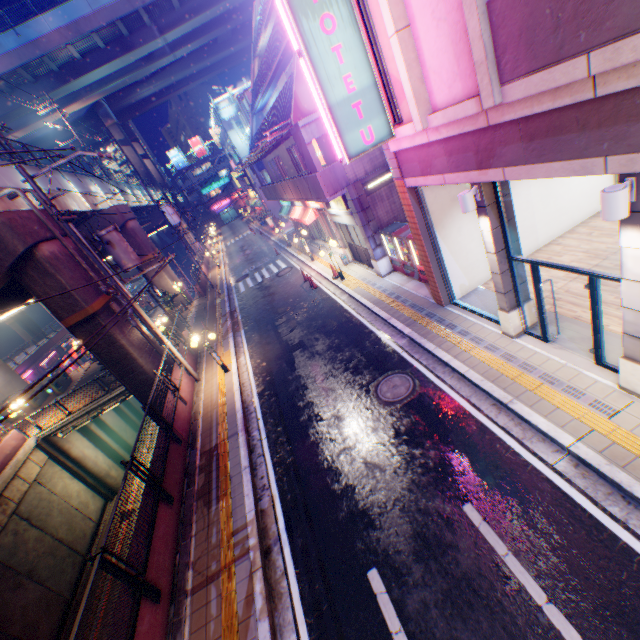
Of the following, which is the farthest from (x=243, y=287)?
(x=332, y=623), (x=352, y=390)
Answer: (x=332, y=623)

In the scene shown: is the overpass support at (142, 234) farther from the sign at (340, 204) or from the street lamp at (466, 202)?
the street lamp at (466, 202)

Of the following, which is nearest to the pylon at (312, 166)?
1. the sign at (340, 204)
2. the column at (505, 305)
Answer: the sign at (340, 204)

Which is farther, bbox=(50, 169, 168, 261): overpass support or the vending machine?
bbox=(50, 169, 168, 261): overpass support

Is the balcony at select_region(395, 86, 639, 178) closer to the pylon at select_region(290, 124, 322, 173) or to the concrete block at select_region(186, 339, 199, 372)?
the pylon at select_region(290, 124, 322, 173)

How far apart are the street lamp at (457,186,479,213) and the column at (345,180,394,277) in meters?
7.1

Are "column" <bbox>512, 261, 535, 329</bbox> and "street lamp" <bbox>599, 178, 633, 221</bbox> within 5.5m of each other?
yes

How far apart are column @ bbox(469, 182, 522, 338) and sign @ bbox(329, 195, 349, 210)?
8.11m
